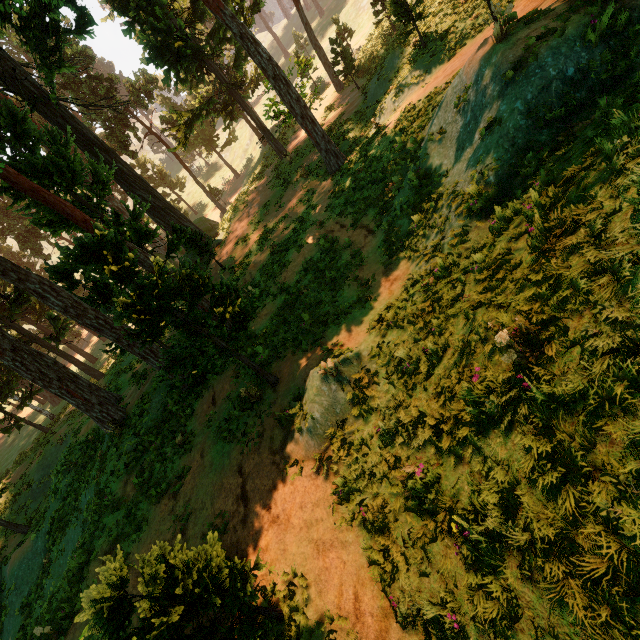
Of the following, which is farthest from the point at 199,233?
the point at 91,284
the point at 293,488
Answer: the point at 91,284

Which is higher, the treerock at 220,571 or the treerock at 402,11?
the treerock at 402,11

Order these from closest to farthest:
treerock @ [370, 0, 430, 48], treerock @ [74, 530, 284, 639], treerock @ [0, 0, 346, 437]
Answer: treerock @ [74, 530, 284, 639]
treerock @ [0, 0, 346, 437]
treerock @ [370, 0, 430, 48]

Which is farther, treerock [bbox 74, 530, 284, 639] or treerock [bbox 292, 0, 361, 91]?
treerock [bbox 292, 0, 361, 91]

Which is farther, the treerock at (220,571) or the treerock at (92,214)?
the treerock at (92,214)

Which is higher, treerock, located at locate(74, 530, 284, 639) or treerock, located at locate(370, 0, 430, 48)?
treerock, located at locate(370, 0, 430, 48)
